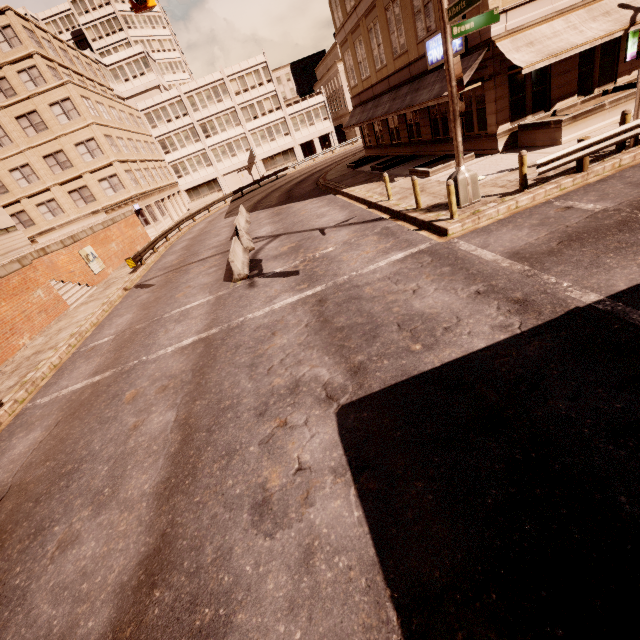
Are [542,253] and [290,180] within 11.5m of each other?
no

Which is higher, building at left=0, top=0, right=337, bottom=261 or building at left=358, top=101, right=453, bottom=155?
building at left=0, top=0, right=337, bottom=261

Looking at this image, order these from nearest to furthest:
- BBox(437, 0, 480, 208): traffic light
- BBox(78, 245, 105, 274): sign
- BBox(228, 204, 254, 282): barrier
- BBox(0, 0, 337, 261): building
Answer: BBox(437, 0, 480, 208): traffic light → BBox(228, 204, 254, 282): barrier → BBox(78, 245, 105, 274): sign → BBox(0, 0, 337, 261): building

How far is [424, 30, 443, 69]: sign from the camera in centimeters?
1648cm

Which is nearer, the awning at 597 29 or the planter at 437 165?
the awning at 597 29

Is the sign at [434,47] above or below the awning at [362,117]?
above

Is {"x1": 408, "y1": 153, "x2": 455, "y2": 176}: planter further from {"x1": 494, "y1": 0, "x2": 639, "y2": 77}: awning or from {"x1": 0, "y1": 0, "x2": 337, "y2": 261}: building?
{"x1": 0, "y1": 0, "x2": 337, "y2": 261}: building

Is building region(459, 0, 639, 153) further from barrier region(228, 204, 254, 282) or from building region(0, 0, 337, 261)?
building region(0, 0, 337, 261)
